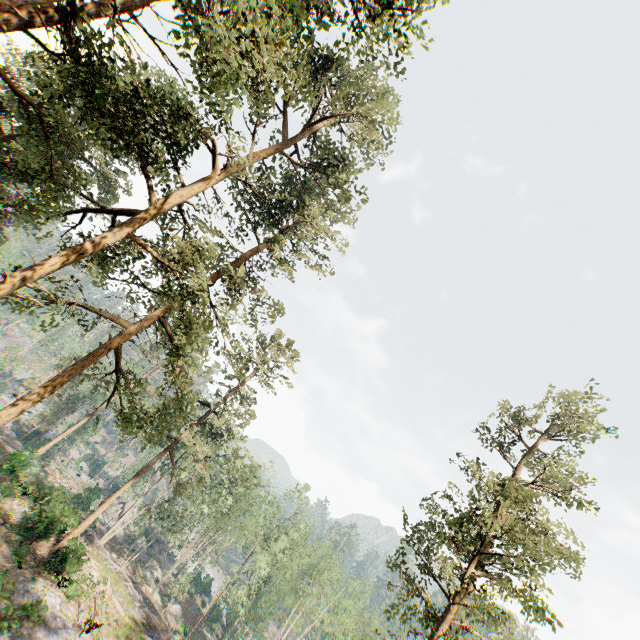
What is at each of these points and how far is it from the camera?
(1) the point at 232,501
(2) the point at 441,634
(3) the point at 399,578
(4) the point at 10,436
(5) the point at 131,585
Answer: (1) foliage, 55.0 meters
(2) foliage, 14.5 meters
(3) foliage, 17.0 meters
(4) rock, 34.0 meters
(5) ground embankment, 28.9 meters

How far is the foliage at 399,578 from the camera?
18.3 meters

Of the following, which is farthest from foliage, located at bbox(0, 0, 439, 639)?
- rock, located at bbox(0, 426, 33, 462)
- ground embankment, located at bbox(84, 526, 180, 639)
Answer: ground embankment, located at bbox(84, 526, 180, 639)

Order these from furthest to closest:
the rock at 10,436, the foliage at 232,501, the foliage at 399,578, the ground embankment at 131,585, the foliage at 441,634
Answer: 1. the rock at 10,436
2. the ground embankment at 131,585
3. the foliage at 399,578
4. the foliage at 441,634
5. the foliage at 232,501

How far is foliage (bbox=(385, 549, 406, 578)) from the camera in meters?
18.3

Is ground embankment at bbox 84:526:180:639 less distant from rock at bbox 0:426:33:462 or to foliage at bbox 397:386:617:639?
rock at bbox 0:426:33:462

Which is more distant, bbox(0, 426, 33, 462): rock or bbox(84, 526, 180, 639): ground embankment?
bbox(0, 426, 33, 462): rock

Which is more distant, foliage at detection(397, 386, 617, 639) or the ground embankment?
the ground embankment
